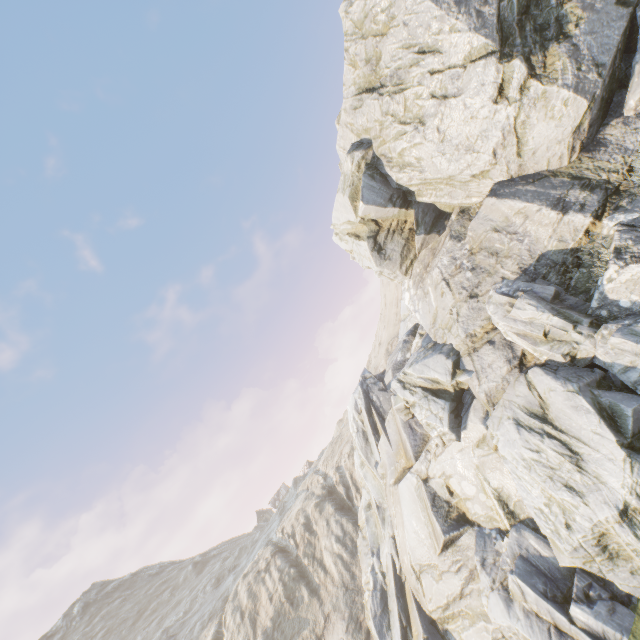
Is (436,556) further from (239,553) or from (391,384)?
(239,553)
